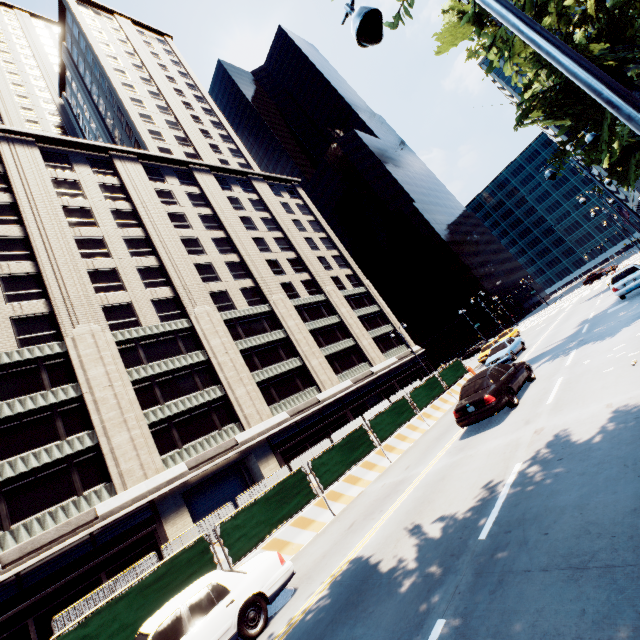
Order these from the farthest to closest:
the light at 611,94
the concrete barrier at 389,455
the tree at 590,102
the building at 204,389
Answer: the building at 204,389 → the concrete barrier at 389,455 → the tree at 590,102 → the light at 611,94

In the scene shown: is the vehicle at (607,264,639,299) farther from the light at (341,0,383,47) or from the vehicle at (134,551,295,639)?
the vehicle at (134,551,295,639)

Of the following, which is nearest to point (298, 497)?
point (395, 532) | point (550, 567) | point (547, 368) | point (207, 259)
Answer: point (395, 532)

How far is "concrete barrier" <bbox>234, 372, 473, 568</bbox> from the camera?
10.67m

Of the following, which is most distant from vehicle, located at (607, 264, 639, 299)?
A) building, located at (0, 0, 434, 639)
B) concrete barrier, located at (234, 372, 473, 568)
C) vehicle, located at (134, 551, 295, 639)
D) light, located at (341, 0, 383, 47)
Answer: building, located at (0, 0, 434, 639)

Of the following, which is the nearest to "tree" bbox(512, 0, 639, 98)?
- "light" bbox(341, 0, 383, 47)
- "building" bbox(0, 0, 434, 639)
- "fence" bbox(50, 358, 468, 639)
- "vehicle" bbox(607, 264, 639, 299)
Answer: "light" bbox(341, 0, 383, 47)

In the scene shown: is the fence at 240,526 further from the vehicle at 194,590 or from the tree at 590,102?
the tree at 590,102

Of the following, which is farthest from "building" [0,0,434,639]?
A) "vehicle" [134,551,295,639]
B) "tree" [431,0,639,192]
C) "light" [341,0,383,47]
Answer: "light" [341,0,383,47]
